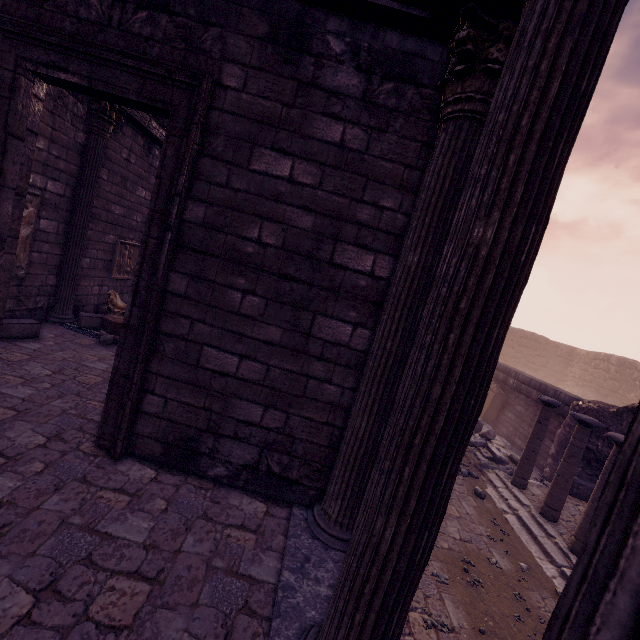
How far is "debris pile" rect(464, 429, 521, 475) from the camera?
9.8m

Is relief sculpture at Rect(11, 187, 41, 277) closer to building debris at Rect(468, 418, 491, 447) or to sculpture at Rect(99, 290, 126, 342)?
sculpture at Rect(99, 290, 126, 342)

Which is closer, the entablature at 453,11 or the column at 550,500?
the entablature at 453,11

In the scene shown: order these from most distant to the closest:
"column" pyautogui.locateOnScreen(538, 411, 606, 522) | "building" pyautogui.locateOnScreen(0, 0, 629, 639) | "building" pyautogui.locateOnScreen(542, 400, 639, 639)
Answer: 1. "column" pyautogui.locateOnScreen(538, 411, 606, 522)
2. "building" pyautogui.locateOnScreen(0, 0, 629, 639)
3. "building" pyautogui.locateOnScreen(542, 400, 639, 639)

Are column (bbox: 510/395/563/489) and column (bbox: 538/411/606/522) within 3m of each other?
yes

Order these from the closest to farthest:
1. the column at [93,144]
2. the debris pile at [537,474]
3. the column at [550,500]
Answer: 1. the column at [93,144]
2. the column at [550,500]
3. the debris pile at [537,474]

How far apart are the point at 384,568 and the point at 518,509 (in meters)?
8.21
